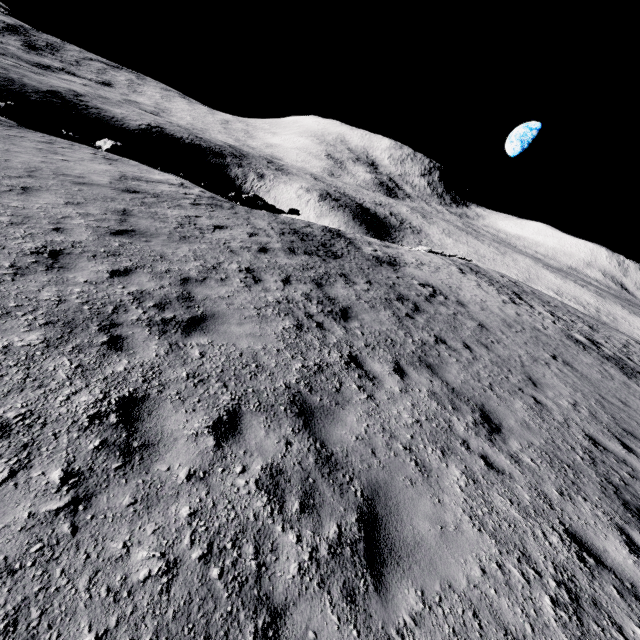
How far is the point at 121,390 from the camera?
3.6m

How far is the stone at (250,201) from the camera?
21.27m

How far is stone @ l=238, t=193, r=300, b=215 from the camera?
21.3 meters
